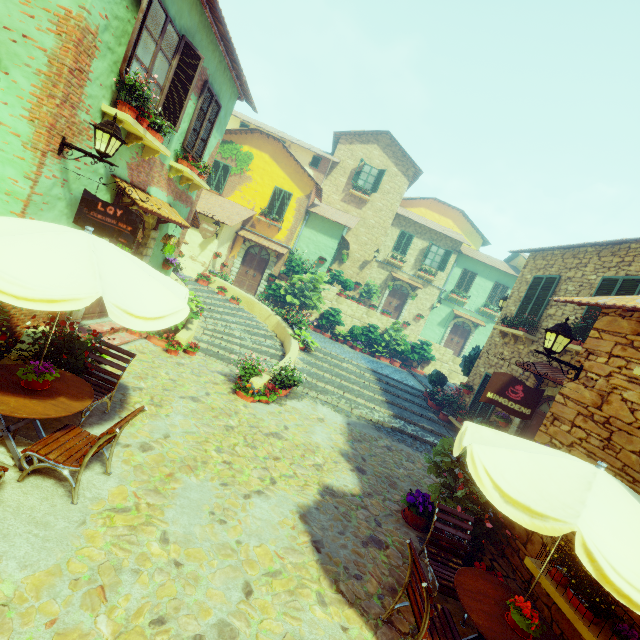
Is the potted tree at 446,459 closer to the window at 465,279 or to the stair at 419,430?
the stair at 419,430

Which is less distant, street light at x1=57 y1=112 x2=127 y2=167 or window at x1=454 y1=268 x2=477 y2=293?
street light at x1=57 y1=112 x2=127 y2=167

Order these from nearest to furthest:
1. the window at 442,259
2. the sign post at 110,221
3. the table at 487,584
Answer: the table at 487,584, the sign post at 110,221, the window at 442,259

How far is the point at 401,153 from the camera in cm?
2166

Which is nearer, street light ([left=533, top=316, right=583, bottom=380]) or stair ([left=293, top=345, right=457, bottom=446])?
street light ([left=533, top=316, right=583, bottom=380])

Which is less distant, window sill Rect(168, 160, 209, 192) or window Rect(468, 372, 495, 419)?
window sill Rect(168, 160, 209, 192)

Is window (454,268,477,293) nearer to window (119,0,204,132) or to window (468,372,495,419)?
window (468,372,495,419)

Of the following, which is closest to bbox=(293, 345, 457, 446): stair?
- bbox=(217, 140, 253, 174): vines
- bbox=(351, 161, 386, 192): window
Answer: bbox=(217, 140, 253, 174): vines
